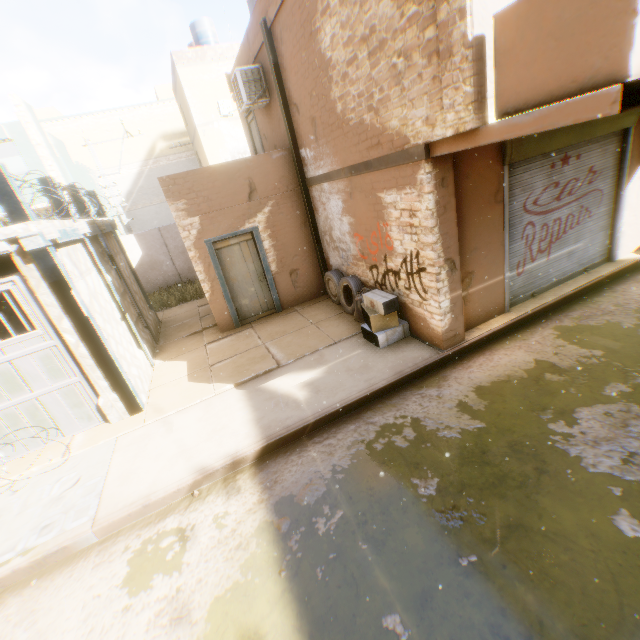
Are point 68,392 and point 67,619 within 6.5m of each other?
yes

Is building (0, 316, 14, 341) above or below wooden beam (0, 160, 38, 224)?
below

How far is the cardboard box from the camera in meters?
6.0 m

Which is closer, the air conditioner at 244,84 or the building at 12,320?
the air conditioner at 244,84

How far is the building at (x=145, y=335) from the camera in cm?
779

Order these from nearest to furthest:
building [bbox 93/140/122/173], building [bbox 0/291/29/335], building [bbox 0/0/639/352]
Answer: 1. building [bbox 0/0/639/352]
2. building [bbox 0/291/29/335]
3. building [bbox 93/140/122/173]

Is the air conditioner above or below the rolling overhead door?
above

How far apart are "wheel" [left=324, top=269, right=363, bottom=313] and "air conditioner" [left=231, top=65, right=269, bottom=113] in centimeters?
356cm
